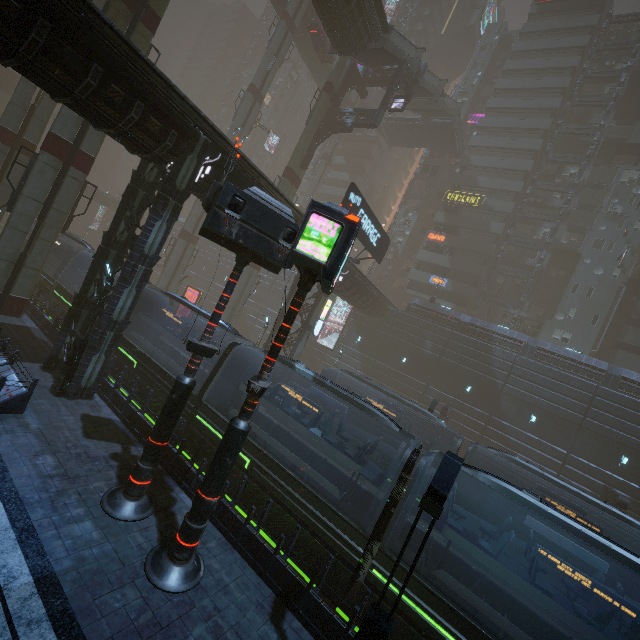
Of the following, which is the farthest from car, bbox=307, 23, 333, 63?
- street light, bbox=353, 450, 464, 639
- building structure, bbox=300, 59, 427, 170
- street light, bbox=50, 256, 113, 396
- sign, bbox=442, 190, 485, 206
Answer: street light, bbox=353, 450, 464, 639

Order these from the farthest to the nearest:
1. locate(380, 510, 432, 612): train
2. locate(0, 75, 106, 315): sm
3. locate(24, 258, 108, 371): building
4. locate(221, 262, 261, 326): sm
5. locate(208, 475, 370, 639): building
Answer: locate(221, 262, 261, 326): sm
locate(0, 75, 106, 315): sm
locate(24, 258, 108, 371): building
locate(380, 510, 432, 612): train
locate(208, 475, 370, 639): building

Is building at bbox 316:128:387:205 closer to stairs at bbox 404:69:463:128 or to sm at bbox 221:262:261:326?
sm at bbox 221:262:261:326

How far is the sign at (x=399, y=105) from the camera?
27.8m

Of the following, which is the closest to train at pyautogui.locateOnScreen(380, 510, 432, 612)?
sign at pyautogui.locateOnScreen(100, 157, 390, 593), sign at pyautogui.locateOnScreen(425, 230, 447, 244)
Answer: sign at pyautogui.locateOnScreen(100, 157, 390, 593)

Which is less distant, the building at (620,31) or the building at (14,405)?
the building at (14,405)

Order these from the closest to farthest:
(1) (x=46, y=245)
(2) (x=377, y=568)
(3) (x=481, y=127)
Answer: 1. (2) (x=377, y=568)
2. (1) (x=46, y=245)
3. (3) (x=481, y=127)

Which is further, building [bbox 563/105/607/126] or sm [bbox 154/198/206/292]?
building [bbox 563/105/607/126]
